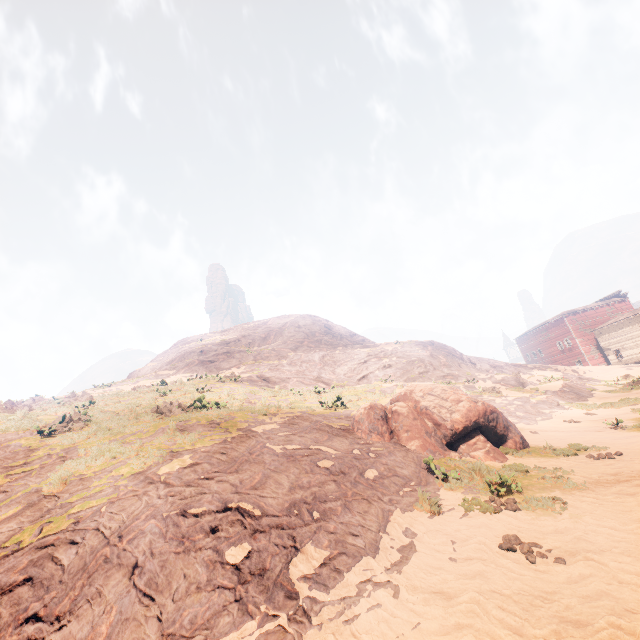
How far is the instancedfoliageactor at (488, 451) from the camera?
9.6m

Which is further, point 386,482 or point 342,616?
point 386,482

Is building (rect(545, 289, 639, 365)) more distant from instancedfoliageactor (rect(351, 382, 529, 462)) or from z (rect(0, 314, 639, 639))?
instancedfoliageactor (rect(351, 382, 529, 462))

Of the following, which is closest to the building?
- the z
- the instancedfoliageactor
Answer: the z

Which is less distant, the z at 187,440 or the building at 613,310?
the z at 187,440

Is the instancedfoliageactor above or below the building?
below
